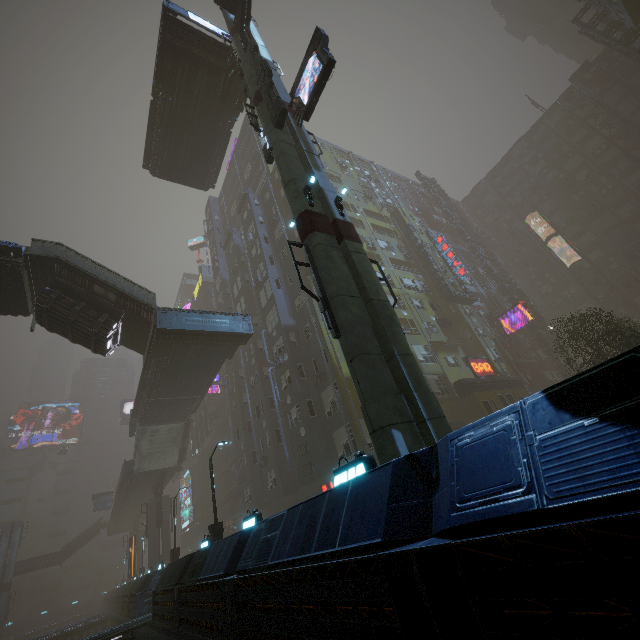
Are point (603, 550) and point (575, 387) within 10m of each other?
yes

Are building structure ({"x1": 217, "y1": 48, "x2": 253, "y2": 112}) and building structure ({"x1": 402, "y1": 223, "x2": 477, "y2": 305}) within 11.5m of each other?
no

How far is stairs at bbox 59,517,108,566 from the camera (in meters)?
53.52

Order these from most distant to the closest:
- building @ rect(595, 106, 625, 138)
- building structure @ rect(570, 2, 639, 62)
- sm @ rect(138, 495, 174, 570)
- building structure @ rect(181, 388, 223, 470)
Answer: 1. building @ rect(595, 106, 625, 138)
2. building structure @ rect(181, 388, 223, 470)
3. building structure @ rect(570, 2, 639, 62)
4. sm @ rect(138, 495, 174, 570)

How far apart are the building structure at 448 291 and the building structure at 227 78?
25.4m

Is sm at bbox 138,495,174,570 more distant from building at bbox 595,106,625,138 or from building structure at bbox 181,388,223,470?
building structure at bbox 181,388,223,470

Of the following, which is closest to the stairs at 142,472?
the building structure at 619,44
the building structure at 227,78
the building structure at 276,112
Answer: the building structure at 227,78

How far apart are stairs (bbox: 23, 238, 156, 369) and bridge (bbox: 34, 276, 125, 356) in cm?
0
